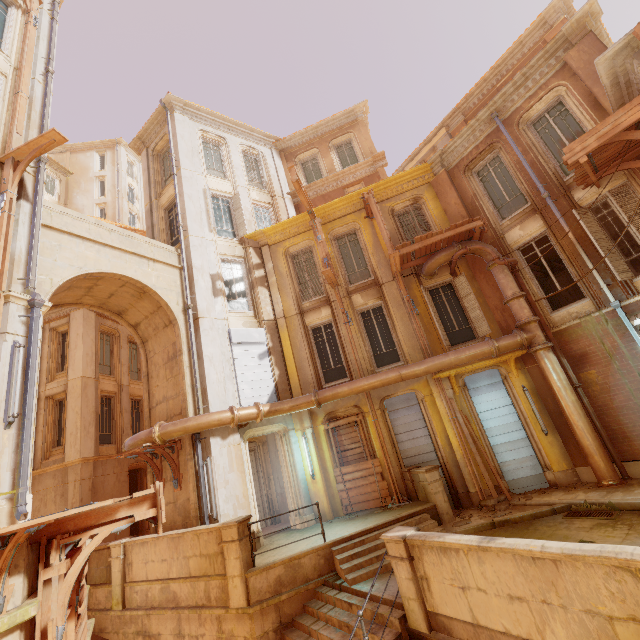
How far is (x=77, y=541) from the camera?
4.7 meters

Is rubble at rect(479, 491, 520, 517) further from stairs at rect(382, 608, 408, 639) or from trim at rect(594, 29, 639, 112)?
trim at rect(594, 29, 639, 112)

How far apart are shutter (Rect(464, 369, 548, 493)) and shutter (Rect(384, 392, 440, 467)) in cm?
162

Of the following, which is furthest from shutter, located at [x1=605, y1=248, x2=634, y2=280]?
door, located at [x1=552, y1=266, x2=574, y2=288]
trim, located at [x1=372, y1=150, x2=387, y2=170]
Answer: trim, located at [x1=372, y1=150, x2=387, y2=170]

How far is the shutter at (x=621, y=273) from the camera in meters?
9.1

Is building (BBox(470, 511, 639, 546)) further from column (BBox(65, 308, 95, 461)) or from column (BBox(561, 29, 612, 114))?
column (BBox(561, 29, 612, 114))

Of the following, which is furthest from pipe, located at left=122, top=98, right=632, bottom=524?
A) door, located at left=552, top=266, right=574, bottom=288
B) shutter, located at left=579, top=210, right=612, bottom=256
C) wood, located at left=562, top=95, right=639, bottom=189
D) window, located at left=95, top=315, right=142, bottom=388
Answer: door, located at left=552, top=266, right=574, bottom=288

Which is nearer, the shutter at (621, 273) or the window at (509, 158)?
the shutter at (621, 273)
